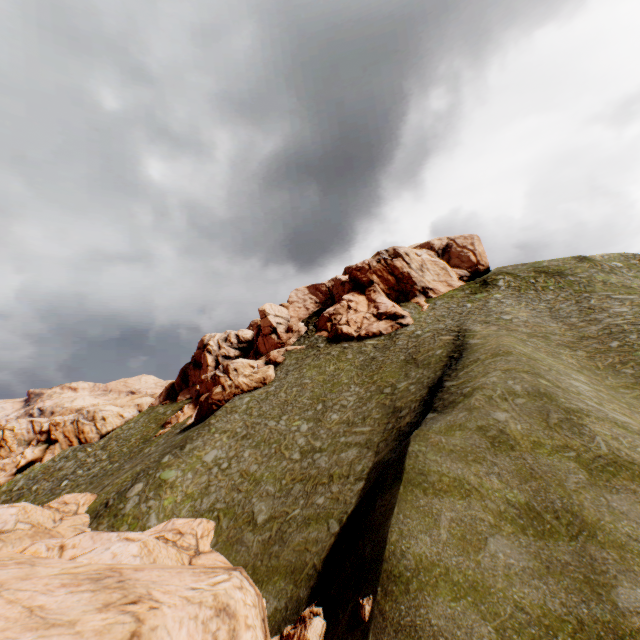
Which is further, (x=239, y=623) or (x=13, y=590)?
(x=239, y=623)

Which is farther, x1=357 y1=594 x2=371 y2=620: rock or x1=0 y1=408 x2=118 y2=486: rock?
x1=0 y1=408 x2=118 y2=486: rock

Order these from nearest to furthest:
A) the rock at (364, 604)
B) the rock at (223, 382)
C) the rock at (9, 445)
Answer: the rock at (364, 604)
the rock at (223, 382)
the rock at (9, 445)

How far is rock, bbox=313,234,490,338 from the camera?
47.2m

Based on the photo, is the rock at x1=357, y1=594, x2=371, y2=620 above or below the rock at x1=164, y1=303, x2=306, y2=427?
below

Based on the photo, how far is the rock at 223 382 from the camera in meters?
39.9
